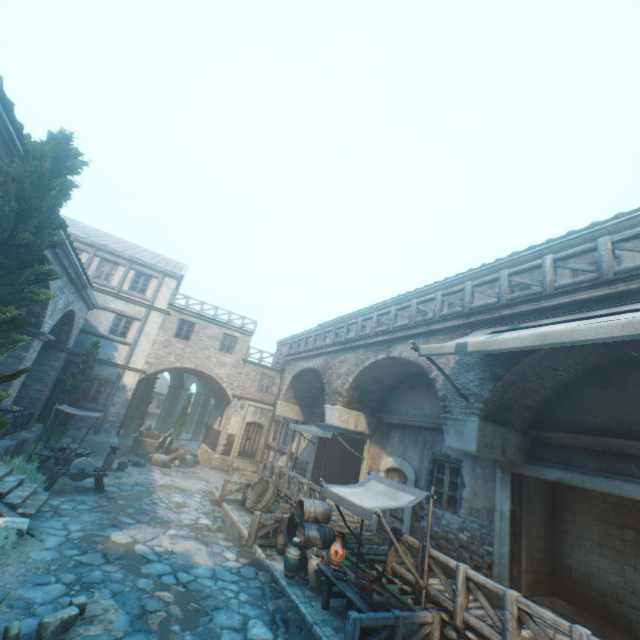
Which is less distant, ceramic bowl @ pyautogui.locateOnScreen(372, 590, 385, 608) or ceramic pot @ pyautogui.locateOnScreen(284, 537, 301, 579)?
ceramic bowl @ pyautogui.locateOnScreen(372, 590, 385, 608)

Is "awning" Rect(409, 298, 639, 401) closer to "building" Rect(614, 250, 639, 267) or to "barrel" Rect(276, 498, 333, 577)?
"building" Rect(614, 250, 639, 267)

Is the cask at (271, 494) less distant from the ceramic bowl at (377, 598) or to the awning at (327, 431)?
the awning at (327, 431)

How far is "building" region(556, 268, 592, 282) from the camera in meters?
8.4

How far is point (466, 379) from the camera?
7.9m

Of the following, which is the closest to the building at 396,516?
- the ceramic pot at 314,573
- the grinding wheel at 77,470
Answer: the ceramic pot at 314,573

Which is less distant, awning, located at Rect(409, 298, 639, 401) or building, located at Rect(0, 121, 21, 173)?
awning, located at Rect(409, 298, 639, 401)

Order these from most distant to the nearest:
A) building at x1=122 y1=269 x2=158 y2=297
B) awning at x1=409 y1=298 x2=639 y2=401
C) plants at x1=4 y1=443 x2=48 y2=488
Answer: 1. building at x1=122 y1=269 x2=158 y2=297
2. plants at x1=4 y1=443 x2=48 y2=488
3. awning at x1=409 y1=298 x2=639 y2=401
